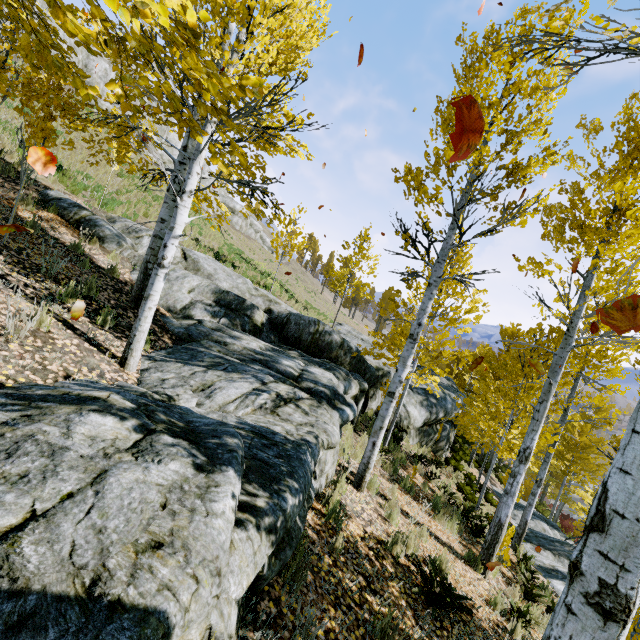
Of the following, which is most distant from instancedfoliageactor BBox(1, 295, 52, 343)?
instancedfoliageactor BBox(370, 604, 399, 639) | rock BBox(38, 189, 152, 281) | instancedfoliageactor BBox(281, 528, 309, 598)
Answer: instancedfoliageactor BBox(281, 528, 309, 598)

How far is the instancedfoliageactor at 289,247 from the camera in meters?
5.9

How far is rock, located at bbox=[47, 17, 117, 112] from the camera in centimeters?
1841cm

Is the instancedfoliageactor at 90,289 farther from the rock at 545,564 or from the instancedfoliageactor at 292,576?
the instancedfoliageactor at 292,576

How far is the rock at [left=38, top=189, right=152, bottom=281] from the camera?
7.9 meters

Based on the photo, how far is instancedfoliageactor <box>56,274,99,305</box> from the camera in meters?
4.9

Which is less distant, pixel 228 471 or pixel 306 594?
pixel 228 471

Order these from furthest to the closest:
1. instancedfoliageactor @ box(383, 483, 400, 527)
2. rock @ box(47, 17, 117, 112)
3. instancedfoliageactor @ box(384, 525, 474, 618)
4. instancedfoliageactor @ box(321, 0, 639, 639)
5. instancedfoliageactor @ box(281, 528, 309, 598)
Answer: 1. rock @ box(47, 17, 117, 112)
2. instancedfoliageactor @ box(383, 483, 400, 527)
3. instancedfoliageactor @ box(384, 525, 474, 618)
4. instancedfoliageactor @ box(281, 528, 309, 598)
5. instancedfoliageactor @ box(321, 0, 639, 639)
